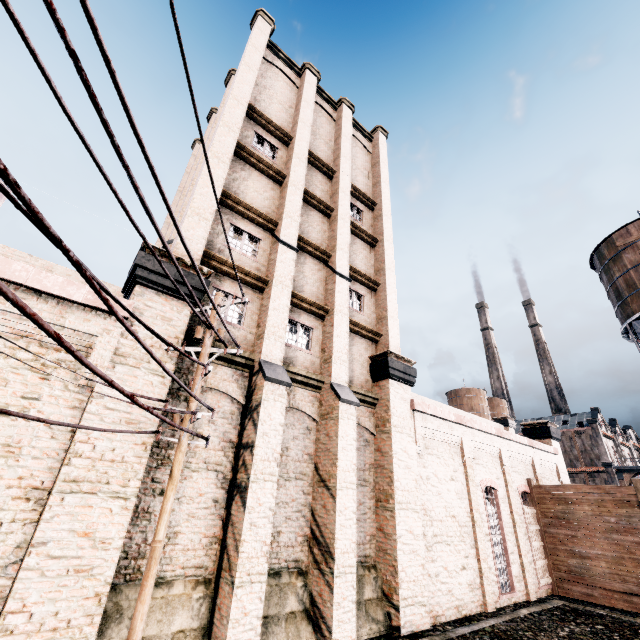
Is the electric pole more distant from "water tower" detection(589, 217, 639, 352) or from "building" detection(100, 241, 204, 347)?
"water tower" detection(589, 217, 639, 352)

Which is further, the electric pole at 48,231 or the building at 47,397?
the building at 47,397

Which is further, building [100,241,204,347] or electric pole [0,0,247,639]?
building [100,241,204,347]

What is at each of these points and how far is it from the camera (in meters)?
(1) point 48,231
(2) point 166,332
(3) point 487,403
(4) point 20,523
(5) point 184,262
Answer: (1) electric pole, 2.62
(2) building, 9.21
(3) water tower, 57.66
(4) building, 6.29
(5) building, 10.11

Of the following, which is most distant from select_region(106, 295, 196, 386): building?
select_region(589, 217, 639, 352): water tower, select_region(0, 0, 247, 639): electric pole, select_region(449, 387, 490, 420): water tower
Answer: select_region(449, 387, 490, 420): water tower

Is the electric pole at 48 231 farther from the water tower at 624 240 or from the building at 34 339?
the water tower at 624 240

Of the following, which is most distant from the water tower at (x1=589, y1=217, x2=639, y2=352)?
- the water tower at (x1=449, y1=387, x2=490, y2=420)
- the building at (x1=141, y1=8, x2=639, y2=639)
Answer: the water tower at (x1=449, y1=387, x2=490, y2=420)

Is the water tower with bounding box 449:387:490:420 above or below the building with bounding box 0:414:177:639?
above
